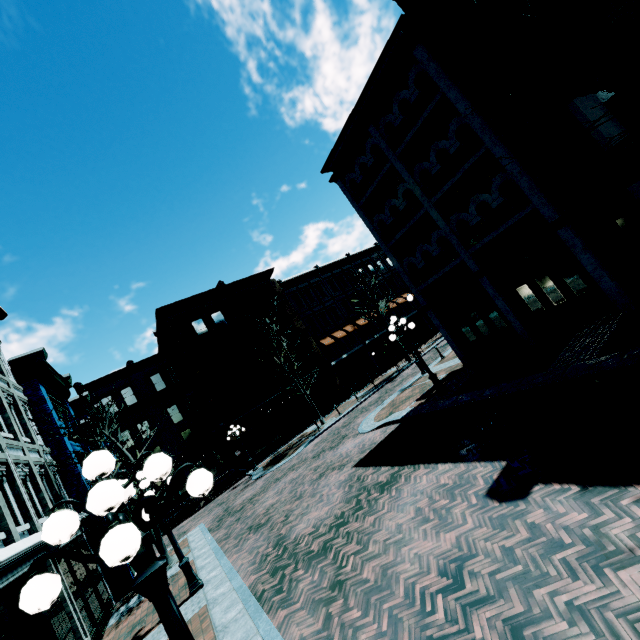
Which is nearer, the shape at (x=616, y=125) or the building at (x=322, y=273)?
the building at (x=322, y=273)

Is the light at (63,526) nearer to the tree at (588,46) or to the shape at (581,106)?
the tree at (588,46)

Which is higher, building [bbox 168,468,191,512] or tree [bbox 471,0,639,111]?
tree [bbox 471,0,639,111]

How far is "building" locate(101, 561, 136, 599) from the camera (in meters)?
13.01

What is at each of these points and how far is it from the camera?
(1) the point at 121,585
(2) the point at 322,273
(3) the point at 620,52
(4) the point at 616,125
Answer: (1) building, 13.1 meters
(2) building, 36.0 meters
(3) building, 8.2 meters
(4) shape, 15.0 meters

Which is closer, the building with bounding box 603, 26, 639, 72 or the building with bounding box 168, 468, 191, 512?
the building with bounding box 603, 26, 639, 72

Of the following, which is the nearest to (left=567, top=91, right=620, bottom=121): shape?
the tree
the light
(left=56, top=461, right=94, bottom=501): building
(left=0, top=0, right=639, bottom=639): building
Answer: (left=0, top=0, right=639, bottom=639): building
